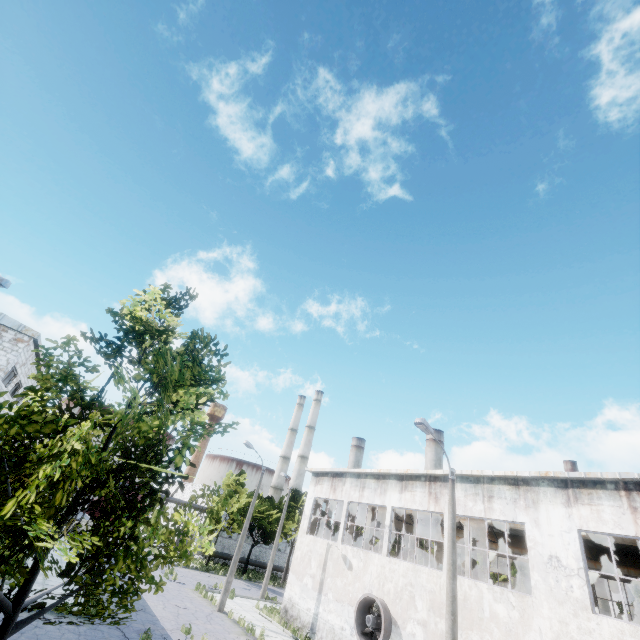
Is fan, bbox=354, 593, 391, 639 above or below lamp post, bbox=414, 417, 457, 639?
below

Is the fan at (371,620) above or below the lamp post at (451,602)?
below

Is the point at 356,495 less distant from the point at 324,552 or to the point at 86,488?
the point at 324,552

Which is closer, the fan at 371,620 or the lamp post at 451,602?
the lamp post at 451,602

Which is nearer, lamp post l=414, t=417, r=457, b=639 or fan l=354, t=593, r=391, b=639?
lamp post l=414, t=417, r=457, b=639
